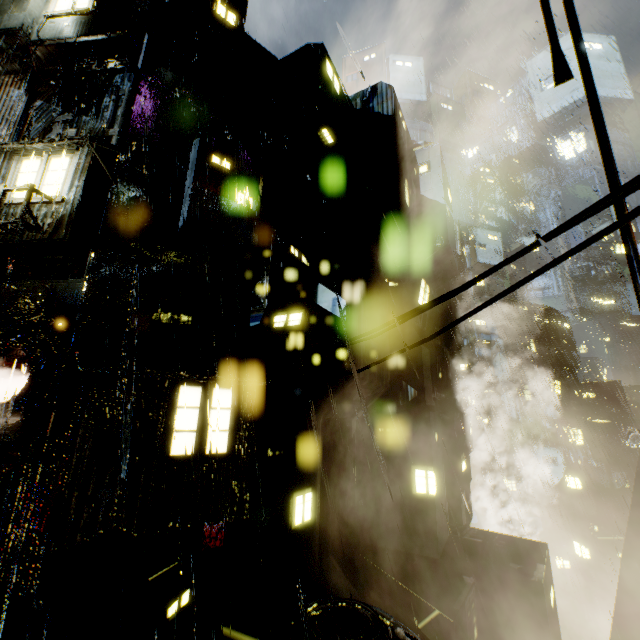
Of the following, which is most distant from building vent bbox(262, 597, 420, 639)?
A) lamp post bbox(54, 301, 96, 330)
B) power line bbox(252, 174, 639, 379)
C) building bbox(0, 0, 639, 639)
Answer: lamp post bbox(54, 301, 96, 330)

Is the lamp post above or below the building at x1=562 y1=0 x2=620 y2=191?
below

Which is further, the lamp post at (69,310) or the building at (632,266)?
the lamp post at (69,310)

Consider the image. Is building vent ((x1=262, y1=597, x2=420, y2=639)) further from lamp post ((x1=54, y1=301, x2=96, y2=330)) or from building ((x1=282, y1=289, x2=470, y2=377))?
lamp post ((x1=54, y1=301, x2=96, y2=330))

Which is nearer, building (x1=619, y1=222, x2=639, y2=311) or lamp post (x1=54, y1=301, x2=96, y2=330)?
building (x1=619, y1=222, x2=639, y2=311)

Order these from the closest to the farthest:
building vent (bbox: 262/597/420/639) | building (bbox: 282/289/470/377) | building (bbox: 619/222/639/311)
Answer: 1. building (bbox: 619/222/639/311)
2. building vent (bbox: 262/597/420/639)
3. building (bbox: 282/289/470/377)

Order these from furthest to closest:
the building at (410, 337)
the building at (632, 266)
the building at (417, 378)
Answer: the building at (410, 337), the building at (417, 378), the building at (632, 266)

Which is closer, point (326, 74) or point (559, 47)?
point (559, 47)
